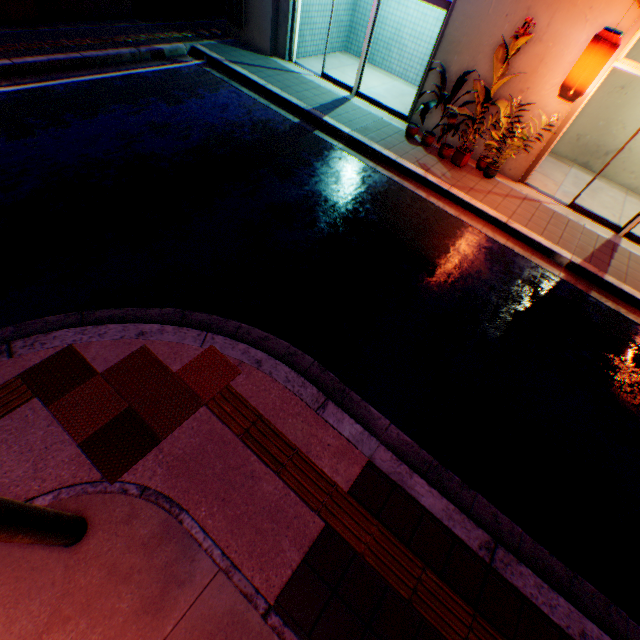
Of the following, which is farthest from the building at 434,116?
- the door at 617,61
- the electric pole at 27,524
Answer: the electric pole at 27,524

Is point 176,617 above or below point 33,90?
above

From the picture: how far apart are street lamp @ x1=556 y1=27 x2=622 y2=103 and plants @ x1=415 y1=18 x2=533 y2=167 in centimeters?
64cm

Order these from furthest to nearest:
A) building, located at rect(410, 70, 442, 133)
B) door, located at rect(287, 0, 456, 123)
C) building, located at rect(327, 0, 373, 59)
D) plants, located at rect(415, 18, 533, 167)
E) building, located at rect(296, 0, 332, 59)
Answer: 1. building, located at rect(327, 0, 373, 59)
2. building, located at rect(296, 0, 332, 59)
3. building, located at rect(410, 70, 442, 133)
4. door, located at rect(287, 0, 456, 123)
5. plants, located at rect(415, 18, 533, 167)

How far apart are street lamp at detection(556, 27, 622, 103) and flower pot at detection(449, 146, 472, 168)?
1.74m

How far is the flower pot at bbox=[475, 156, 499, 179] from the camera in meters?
7.4

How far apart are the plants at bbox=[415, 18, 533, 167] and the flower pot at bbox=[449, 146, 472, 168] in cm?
50
